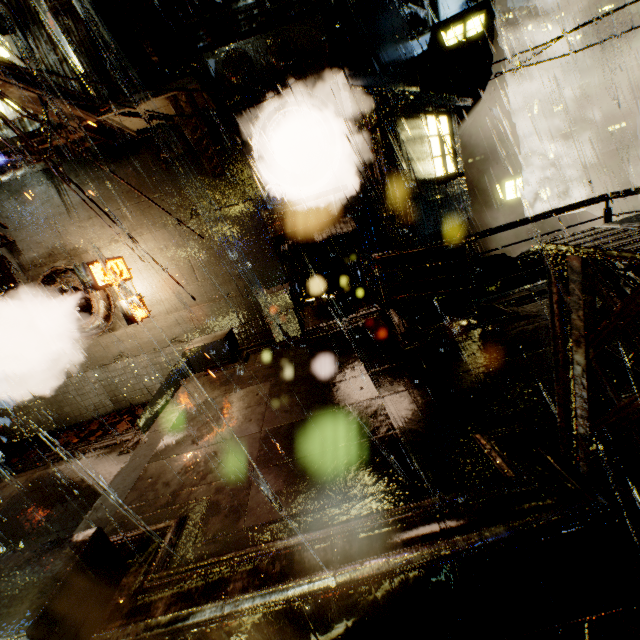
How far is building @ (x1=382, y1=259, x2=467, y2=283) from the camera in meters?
11.6 m

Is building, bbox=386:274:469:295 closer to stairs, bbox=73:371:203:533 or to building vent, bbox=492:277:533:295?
building vent, bbox=492:277:533:295

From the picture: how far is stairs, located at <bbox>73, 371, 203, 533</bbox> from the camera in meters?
4.5

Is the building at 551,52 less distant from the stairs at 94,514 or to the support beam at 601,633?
the stairs at 94,514

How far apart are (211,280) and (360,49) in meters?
9.2 m

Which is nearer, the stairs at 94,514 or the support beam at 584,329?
the support beam at 584,329

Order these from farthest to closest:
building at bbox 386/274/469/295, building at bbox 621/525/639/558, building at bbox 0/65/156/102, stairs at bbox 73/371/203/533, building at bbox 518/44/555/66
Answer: building at bbox 518/44/555/66, building at bbox 386/274/469/295, building at bbox 0/65/156/102, stairs at bbox 73/371/203/533, building at bbox 621/525/639/558

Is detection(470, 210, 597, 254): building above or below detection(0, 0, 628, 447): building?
below
